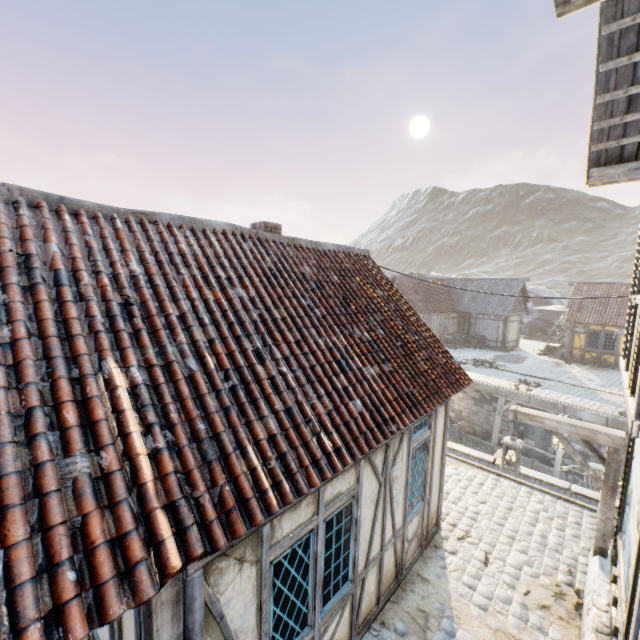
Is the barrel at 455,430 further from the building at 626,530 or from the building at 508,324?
the building at 626,530

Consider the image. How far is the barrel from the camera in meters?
17.1 m

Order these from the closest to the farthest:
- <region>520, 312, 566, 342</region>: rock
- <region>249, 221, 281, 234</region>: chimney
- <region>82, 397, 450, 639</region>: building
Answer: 1. <region>82, 397, 450, 639</region>: building
2. <region>249, 221, 281, 234</region>: chimney
3. <region>520, 312, 566, 342</region>: rock

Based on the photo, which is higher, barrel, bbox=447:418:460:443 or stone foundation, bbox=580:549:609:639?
stone foundation, bbox=580:549:609:639

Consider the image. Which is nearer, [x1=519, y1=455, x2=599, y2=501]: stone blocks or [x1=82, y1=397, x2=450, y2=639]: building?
[x1=82, y1=397, x2=450, y2=639]: building

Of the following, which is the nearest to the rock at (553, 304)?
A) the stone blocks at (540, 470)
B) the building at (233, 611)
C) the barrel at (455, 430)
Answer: the stone blocks at (540, 470)

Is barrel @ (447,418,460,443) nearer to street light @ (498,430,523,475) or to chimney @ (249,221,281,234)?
street light @ (498,430,523,475)

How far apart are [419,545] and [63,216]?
7.8m
